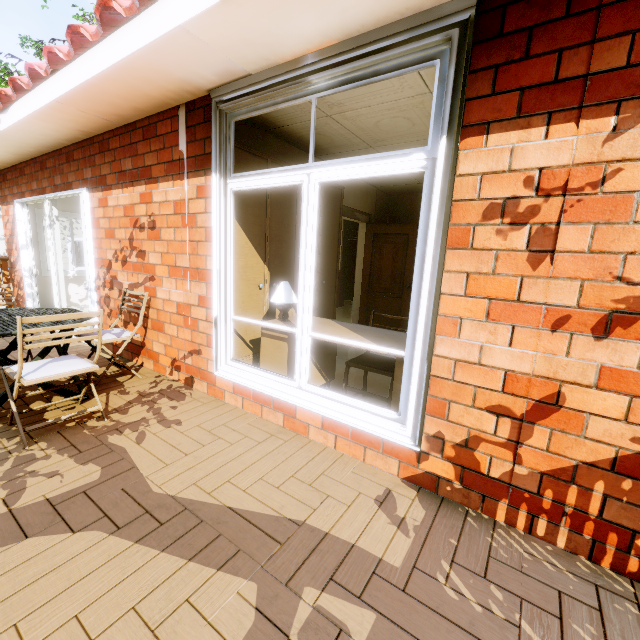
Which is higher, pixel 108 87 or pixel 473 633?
pixel 108 87

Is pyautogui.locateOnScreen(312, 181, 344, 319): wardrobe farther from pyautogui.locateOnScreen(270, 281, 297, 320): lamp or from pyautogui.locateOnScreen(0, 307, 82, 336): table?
pyautogui.locateOnScreen(0, 307, 82, 336): table

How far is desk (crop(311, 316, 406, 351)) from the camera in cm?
243

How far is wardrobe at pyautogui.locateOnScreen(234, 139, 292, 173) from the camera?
2.94m

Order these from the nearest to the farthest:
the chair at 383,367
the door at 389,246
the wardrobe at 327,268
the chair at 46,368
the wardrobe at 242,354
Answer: the chair at 46,368
the chair at 383,367
the wardrobe at 242,354
the wardrobe at 327,268
the door at 389,246

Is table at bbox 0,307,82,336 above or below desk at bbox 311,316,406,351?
below

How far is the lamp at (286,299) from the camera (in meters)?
2.92

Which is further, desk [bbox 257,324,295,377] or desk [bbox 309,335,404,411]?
desk [bbox 257,324,295,377]
